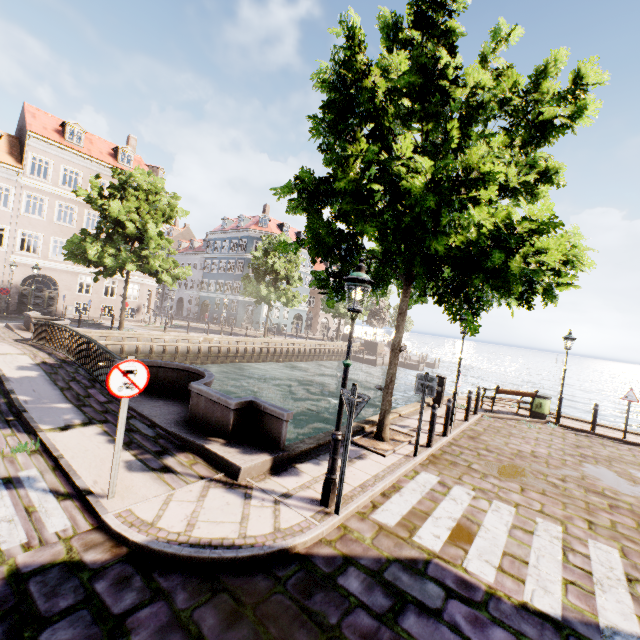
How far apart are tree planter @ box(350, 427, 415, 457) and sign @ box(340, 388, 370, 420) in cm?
298

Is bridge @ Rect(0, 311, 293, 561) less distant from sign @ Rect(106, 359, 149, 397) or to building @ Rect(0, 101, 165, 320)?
sign @ Rect(106, 359, 149, 397)

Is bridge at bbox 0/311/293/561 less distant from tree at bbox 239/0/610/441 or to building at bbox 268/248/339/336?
tree at bbox 239/0/610/441

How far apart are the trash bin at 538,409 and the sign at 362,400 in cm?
1220

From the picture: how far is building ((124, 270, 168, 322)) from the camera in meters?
31.7

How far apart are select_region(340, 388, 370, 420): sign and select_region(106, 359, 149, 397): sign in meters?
2.9 m

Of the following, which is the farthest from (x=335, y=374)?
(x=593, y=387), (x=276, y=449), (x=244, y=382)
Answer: (x=593, y=387)

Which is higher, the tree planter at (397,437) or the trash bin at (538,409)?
the trash bin at (538,409)
